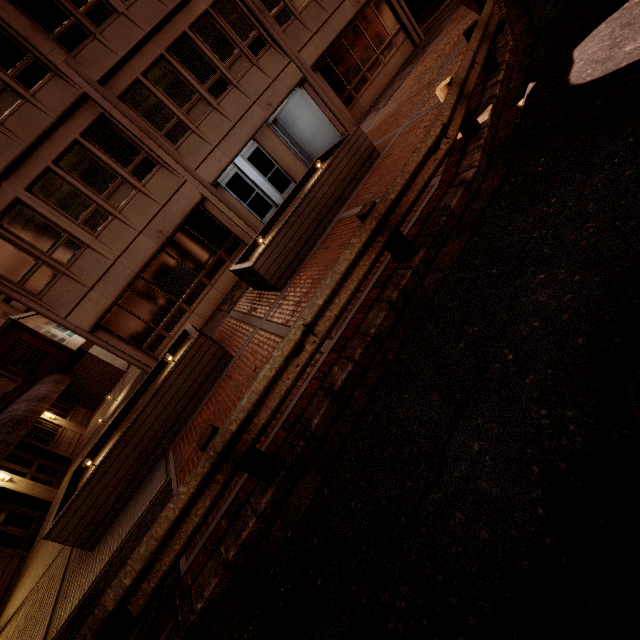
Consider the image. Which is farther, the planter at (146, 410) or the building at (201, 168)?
the building at (201, 168)

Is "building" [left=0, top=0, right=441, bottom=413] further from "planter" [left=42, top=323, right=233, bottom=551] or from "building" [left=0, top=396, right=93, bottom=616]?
"building" [left=0, top=396, right=93, bottom=616]

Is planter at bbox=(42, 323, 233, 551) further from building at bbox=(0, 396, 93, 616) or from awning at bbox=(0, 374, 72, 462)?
building at bbox=(0, 396, 93, 616)

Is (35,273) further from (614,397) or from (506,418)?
(614,397)

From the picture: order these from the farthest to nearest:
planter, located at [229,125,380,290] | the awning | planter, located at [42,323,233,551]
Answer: the awning → planter, located at [229,125,380,290] → planter, located at [42,323,233,551]

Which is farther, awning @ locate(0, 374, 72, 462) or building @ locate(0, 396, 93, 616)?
awning @ locate(0, 374, 72, 462)

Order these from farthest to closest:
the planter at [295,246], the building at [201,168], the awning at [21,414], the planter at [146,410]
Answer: the awning at [21,414] → the building at [201,168] → the planter at [295,246] → the planter at [146,410]

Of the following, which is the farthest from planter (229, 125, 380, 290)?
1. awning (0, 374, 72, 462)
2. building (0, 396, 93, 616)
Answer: building (0, 396, 93, 616)
